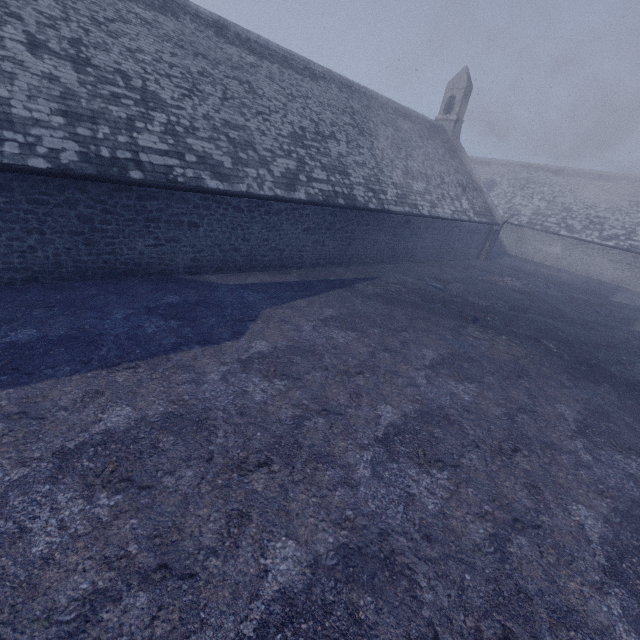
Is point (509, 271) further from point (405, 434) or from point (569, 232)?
point (405, 434)
